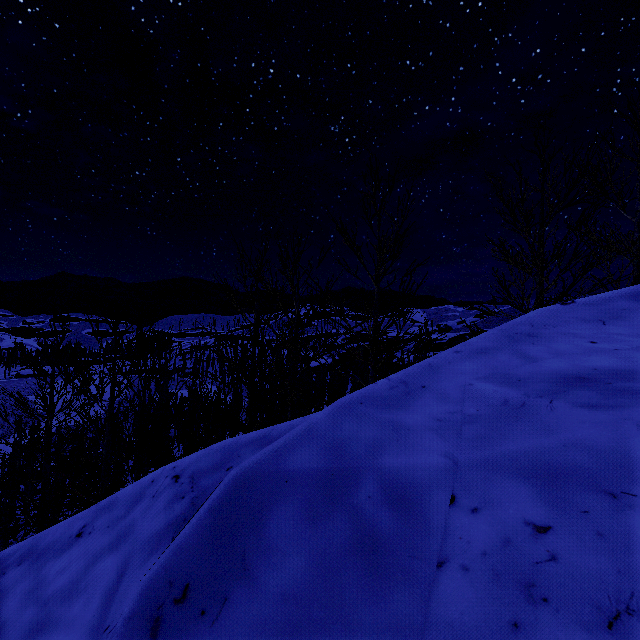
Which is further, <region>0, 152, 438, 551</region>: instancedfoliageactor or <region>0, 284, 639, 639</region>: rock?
<region>0, 152, 438, 551</region>: instancedfoliageactor

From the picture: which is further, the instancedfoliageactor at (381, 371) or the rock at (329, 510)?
the instancedfoliageactor at (381, 371)

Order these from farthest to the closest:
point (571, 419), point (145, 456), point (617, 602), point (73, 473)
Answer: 1. point (145, 456)
2. point (73, 473)
3. point (571, 419)
4. point (617, 602)
